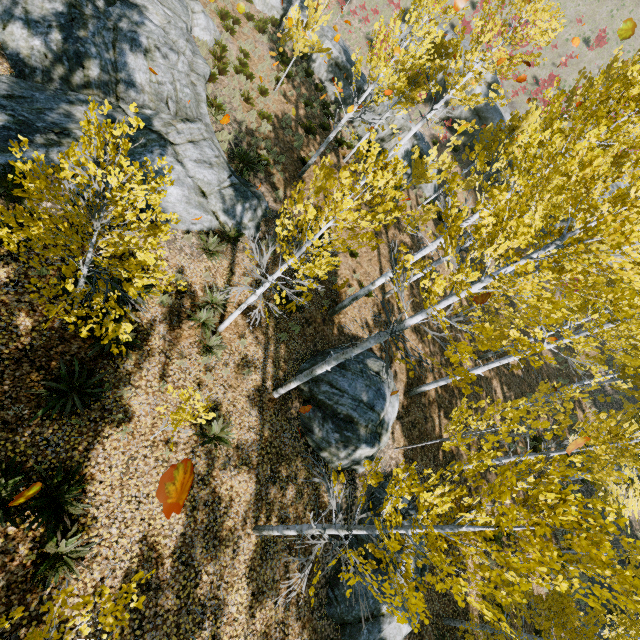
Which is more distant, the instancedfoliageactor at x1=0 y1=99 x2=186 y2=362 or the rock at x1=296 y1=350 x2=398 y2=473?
the rock at x1=296 y1=350 x2=398 y2=473

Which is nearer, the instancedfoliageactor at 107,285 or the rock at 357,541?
the instancedfoliageactor at 107,285

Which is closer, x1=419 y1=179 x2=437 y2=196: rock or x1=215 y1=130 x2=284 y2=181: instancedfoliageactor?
x1=215 y1=130 x2=284 y2=181: instancedfoliageactor

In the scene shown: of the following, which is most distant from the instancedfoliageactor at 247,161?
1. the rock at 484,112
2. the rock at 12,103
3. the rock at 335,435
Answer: the rock at 484,112

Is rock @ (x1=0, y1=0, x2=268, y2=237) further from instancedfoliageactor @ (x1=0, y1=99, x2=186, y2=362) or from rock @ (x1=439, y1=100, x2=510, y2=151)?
rock @ (x1=439, y1=100, x2=510, y2=151)

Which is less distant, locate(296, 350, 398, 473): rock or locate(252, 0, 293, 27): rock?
locate(296, 350, 398, 473): rock

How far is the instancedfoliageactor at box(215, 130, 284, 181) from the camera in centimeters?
1199cm

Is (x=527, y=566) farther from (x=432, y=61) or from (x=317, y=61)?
(x=317, y=61)
